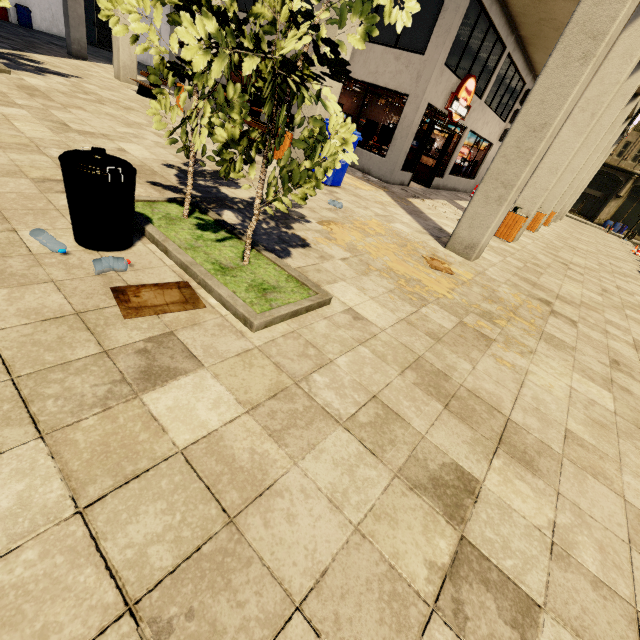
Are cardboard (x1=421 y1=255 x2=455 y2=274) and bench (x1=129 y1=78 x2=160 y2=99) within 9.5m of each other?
no

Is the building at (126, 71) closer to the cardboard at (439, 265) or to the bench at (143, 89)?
the cardboard at (439, 265)

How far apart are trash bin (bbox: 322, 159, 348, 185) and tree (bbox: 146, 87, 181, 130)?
4.31m

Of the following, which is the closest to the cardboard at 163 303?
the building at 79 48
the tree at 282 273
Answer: the tree at 282 273

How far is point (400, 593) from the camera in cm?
136

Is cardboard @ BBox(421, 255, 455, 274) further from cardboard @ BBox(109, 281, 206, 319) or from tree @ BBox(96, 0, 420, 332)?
cardboard @ BBox(109, 281, 206, 319)

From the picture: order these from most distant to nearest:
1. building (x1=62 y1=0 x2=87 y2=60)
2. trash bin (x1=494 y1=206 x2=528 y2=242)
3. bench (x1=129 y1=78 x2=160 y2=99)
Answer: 1. building (x1=62 y1=0 x2=87 y2=60)
2. bench (x1=129 y1=78 x2=160 y2=99)
3. trash bin (x1=494 y1=206 x2=528 y2=242)

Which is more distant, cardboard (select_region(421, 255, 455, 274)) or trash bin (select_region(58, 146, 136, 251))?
cardboard (select_region(421, 255, 455, 274))
